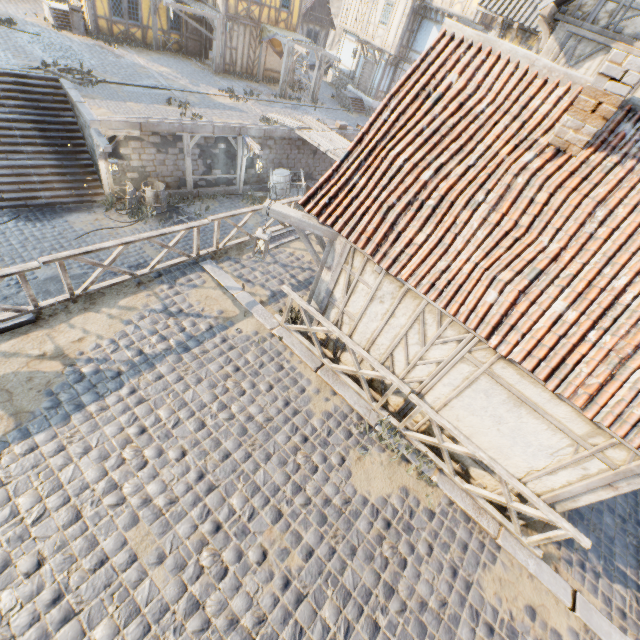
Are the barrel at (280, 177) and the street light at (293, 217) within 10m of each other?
no

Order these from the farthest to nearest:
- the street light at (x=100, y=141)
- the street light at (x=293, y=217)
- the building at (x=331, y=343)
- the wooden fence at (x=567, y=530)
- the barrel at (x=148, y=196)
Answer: the barrel at (x=148, y=196) → the street light at (x=100, y=141) → the building at (x=331, y=343) → the street light at (x=293, y=217) → the wooden fence at (x=567, y=530)

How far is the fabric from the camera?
20.2m

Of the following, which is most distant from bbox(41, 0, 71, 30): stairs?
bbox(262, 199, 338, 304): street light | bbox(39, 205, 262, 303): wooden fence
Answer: bbox(262, 199, 338, 304): street light

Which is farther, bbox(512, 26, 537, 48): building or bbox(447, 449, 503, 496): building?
bbox(512, 26, 537, 48): building

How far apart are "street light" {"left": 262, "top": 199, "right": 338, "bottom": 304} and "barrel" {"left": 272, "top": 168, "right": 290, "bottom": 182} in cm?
1185

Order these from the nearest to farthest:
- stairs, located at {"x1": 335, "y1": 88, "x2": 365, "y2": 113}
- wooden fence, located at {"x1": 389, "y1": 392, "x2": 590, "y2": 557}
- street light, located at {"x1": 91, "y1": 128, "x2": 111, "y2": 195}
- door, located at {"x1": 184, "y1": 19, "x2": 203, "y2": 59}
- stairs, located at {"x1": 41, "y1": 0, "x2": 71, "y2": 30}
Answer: wooden fence, located at {"x1": 389, "y1": 392, "x2": 590, "y2": 557} → street light, located at {"x1": 91, "y1": 128, "x2": 111, "y2": 195} → stairs, located at {"x1": 41, "y1": 0, "x2": 71, "y2": 30} → door, located at {"x1": 184, "y1": 19, "x2": 203, "y2": 59} → stairs, located at {"x1": 335, "y1": 88, "x2": 365, "y2": 113}

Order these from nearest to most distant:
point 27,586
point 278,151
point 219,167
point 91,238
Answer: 1. point 27,586
2. point 91,238
3. point 219,167
4. point 278,151
